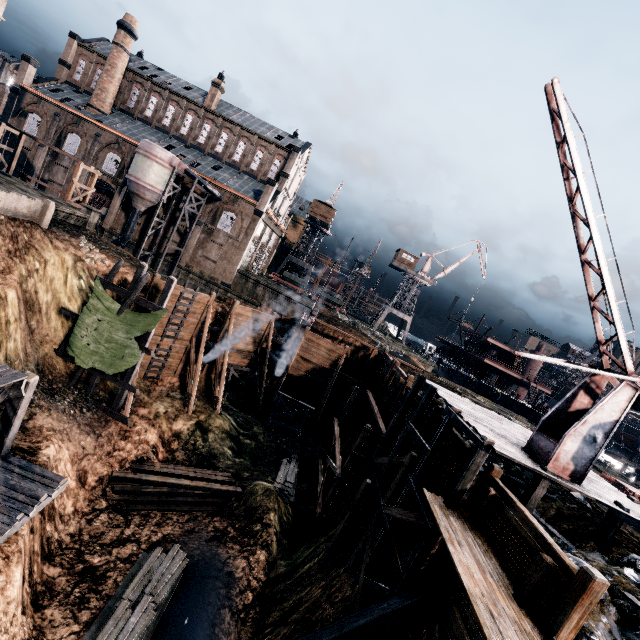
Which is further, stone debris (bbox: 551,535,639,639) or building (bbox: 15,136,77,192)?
building (bbox: 15,136,77,192)

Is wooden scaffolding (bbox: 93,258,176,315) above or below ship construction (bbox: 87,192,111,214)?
below

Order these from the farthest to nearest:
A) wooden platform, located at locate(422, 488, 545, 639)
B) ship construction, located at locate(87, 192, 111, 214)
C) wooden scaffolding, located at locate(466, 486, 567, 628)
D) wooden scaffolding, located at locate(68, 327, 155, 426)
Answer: ship construction, located at locate(87, 192, 111, 214)
wooden scaffolding, located at locate(68, 327, 155, 426)
wooden scaffolding, located at locate(466, 486, 567, 628)
wooden platform, located at locate(422, 488, 545, 639)

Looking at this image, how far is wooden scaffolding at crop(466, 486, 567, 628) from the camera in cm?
838

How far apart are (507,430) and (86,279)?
28.59m

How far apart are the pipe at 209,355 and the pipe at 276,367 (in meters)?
5.83

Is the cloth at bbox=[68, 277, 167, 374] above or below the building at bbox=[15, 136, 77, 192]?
below

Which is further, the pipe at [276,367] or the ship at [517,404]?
the ship at [517,404]
